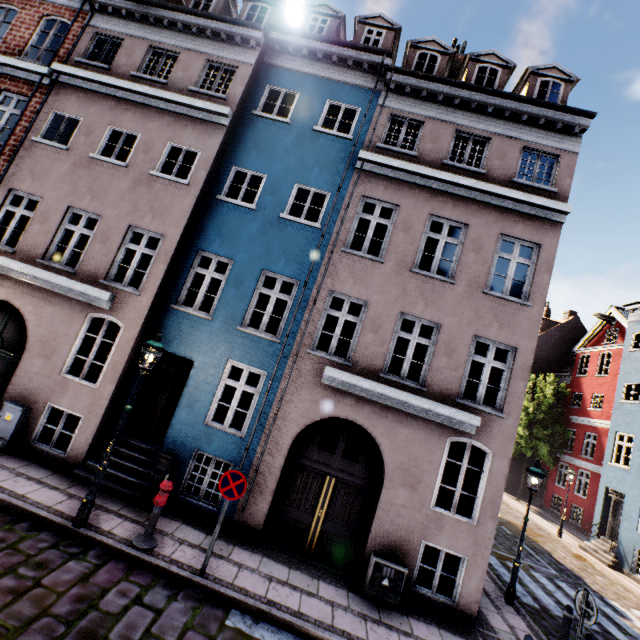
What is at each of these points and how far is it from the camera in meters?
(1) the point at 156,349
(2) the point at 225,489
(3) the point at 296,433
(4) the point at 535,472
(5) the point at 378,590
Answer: (1) street light, 6.6
(2) sign, 6.2
(3) building, 8.2
(4) street light, 9.2
(5) electrical box, 7.0

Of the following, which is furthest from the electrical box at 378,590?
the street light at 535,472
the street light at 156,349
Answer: the street light at 156,349

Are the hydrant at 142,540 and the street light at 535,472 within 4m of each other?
no

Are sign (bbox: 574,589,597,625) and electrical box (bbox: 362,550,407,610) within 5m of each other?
yes

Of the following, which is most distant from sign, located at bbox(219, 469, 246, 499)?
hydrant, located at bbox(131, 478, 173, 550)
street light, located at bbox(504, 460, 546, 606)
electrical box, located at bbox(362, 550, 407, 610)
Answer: street light, located at bbox(504, 460, 546, 606)

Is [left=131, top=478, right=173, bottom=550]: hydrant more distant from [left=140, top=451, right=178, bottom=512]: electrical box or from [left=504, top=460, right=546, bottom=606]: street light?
[left=504, top=460, right=546, bottom=606]: street light

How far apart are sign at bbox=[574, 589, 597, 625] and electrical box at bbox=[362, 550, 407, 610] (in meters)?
3.20

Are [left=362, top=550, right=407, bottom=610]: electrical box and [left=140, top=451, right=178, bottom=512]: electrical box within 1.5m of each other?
no
